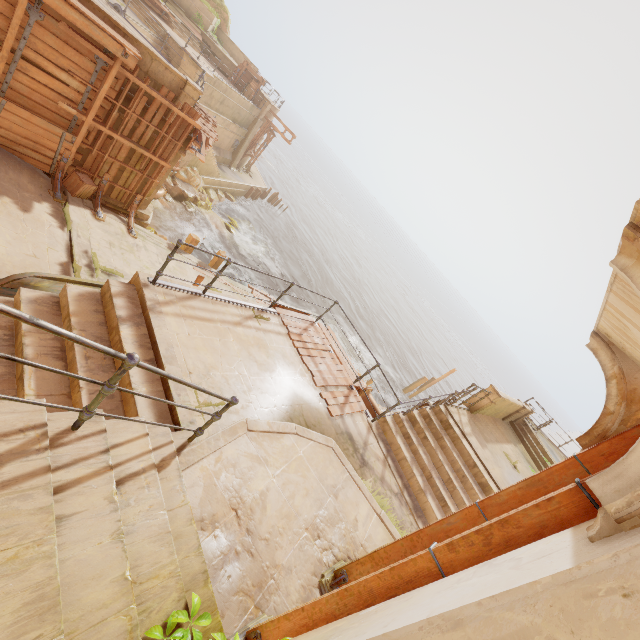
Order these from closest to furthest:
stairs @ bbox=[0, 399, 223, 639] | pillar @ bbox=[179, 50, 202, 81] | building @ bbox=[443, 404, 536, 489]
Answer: stairs @ bbox=[0, 399, 223, 639]
building @ bbox=[443, 404, 536, 489]
pillar @ bbox=[179, 50, 202, 81]

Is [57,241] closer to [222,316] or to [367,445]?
[222,316]

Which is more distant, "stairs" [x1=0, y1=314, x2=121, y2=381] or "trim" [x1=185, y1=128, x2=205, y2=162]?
"trim" [x1=185, y1=128, x2=205, y2=162]

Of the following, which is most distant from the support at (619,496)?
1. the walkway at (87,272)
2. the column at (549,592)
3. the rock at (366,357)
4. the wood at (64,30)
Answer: the rock at (366,357)

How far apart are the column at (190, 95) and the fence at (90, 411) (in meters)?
12.02

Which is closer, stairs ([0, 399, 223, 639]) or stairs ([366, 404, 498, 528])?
stairs ([0, 399, 223, 639])

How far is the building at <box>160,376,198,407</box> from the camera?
4.5 meters
